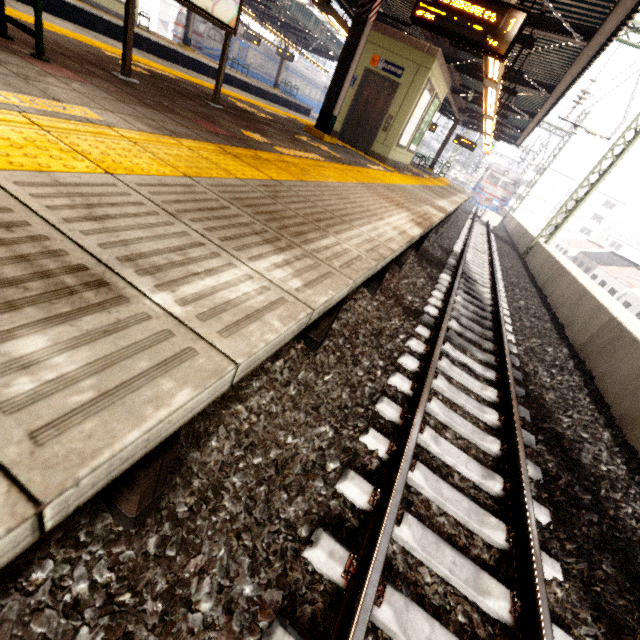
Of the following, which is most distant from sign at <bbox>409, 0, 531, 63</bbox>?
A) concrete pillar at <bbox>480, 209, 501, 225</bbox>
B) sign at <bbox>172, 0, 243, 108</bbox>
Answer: concrete pillar at <bbox>480, 209, 501, 225</bbox>

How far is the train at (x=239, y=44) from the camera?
25.85m

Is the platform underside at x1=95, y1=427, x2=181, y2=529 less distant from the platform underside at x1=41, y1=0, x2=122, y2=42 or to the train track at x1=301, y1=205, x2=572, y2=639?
the train track at x1=301, y1=205, x2=572, y2=639

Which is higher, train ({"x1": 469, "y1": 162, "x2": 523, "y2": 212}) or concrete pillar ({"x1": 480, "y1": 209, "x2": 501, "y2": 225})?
train ({"x1": 469, "y1": 162, "x2": 523, "y2": 212})

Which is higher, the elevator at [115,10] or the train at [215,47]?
the train at [215,47]

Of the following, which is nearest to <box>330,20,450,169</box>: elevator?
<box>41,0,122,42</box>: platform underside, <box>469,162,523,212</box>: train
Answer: <box>41,0,122,42</box>: platform underside

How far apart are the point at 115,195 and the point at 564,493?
4.34m

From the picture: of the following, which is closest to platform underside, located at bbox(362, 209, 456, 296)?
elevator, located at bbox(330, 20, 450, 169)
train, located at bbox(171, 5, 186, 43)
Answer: elevator, located at bbox(330, 20, 450, 169)
